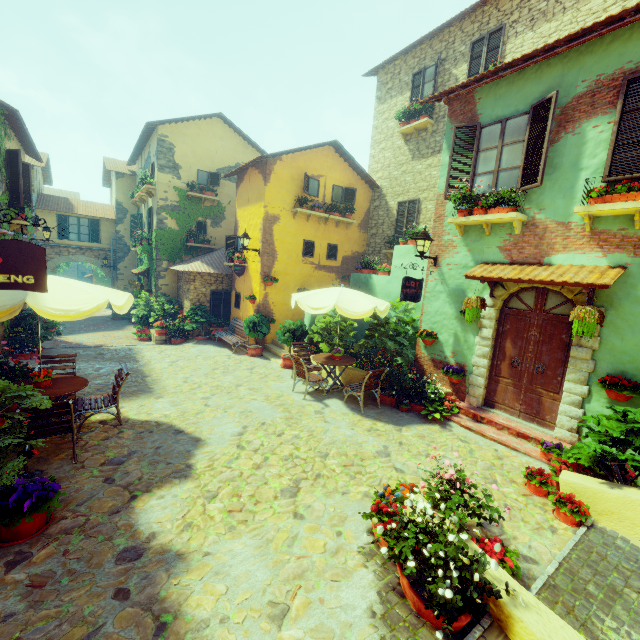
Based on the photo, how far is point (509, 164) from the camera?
6.82m

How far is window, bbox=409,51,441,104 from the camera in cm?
1186

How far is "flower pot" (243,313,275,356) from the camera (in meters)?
12.15

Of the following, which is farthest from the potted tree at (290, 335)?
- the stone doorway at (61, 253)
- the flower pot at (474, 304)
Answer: the stone doorway at (61, 253)

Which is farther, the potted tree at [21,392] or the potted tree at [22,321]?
the potted tree at [22,321]

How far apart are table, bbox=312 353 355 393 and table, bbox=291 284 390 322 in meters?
1.5

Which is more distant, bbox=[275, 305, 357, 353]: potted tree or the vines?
the vines

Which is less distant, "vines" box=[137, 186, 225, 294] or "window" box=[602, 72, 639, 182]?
"window" box=[602, 72, 639, 182]
